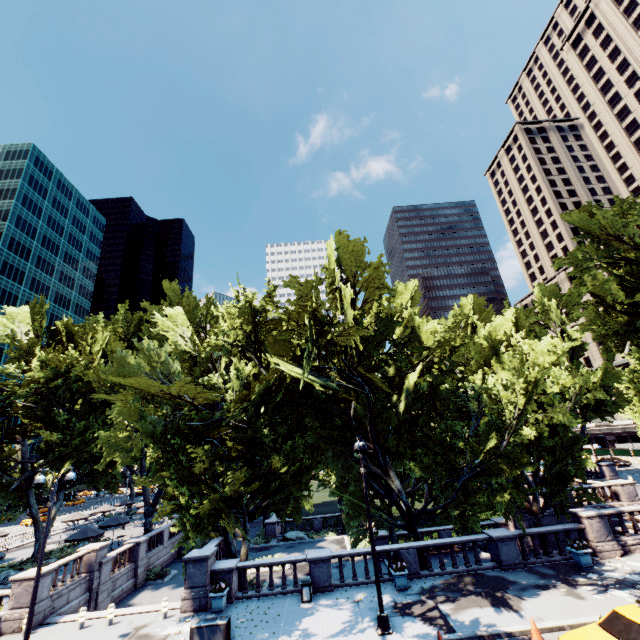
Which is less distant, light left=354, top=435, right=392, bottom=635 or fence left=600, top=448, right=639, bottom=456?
light left=354, top=435, right=392, bottom=635

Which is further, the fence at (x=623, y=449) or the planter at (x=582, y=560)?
the fence at (x=623, y=449)

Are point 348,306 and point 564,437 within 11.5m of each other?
no

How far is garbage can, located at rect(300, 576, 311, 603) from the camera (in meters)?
16.17

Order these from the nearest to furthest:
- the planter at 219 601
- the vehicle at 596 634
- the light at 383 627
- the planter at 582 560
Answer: the vehicle at 596 634
the light at 383 627
the planter at 219 601
the planter at 582 560

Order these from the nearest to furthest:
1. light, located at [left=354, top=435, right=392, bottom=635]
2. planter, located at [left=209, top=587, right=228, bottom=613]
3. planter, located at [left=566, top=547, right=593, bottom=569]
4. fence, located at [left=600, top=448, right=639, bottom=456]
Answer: light, located at [left=354, top=435, right=392, bottom=635]
planter, located at [left=209, top=587, right=228, bottom=613]
planter, located at [left=566, top=547, right=593, bottom=569]
fence, located at [left=600, top=448, right=639, bottom=456]

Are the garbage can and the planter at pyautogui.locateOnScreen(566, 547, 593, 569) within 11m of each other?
no

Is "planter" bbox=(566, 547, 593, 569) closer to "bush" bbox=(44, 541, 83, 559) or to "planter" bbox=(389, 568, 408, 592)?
"planter" bbox=(389, 568, 408, 592)
